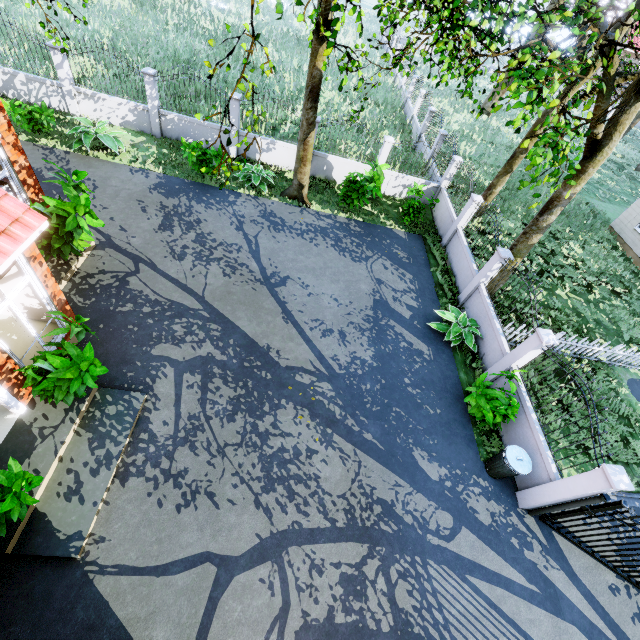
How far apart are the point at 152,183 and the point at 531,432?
14.82m

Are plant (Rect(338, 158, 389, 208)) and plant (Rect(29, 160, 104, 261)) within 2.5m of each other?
no

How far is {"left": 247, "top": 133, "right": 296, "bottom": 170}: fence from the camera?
14.1m

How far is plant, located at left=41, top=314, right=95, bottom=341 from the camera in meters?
5.8 m

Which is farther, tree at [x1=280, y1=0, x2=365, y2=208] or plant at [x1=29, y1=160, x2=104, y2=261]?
plant at [x1=29, y1=160, x2=104, y2=261]

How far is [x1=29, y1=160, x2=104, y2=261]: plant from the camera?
7.25m

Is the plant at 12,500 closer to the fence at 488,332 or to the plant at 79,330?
the plant at 79,330

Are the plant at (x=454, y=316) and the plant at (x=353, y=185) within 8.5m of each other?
yes
